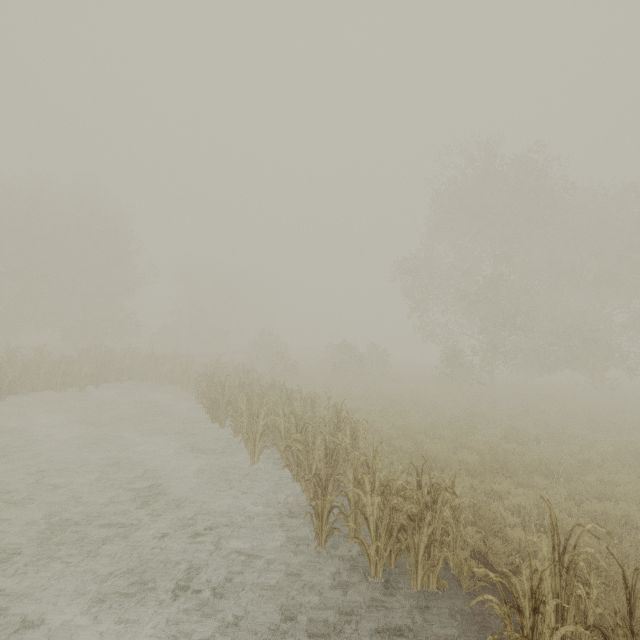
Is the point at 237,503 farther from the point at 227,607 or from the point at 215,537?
the point at 227,607
